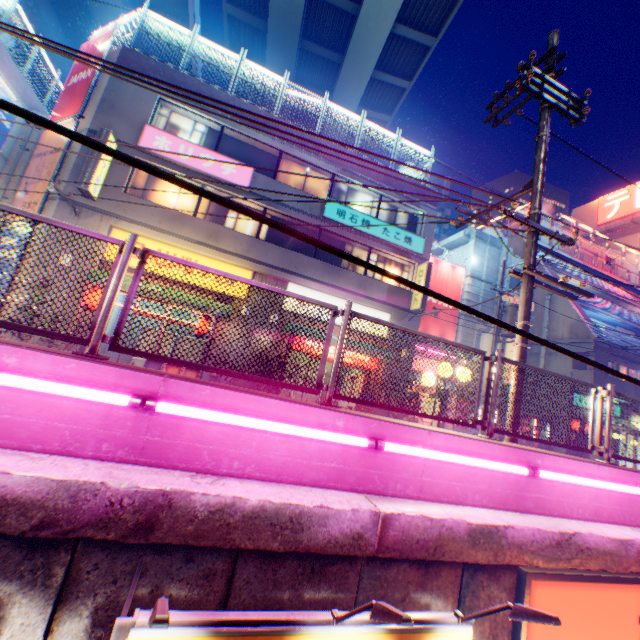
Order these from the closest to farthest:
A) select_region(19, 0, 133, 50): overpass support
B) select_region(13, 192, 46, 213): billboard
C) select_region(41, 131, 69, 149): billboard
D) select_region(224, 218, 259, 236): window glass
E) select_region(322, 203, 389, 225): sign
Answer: select_region(13, 192, 46, 213): billboard
select_region(41, 131, 69, 149): billboard
select_region(224, 218, 259, 236): window glass
select_region(322, 203, 389, 225): sign
select_region(19, 0, 133, 50): overpass support

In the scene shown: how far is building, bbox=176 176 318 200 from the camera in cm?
1384

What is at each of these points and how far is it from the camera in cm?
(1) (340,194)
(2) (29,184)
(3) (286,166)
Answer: (1) window glass, 1655
(2) billboard, 1309
(3) window glass, 1574

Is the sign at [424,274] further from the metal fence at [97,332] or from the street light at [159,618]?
the street light at [159,618]

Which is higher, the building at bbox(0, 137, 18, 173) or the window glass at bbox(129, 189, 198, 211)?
the building at bbox(0, 137, 18, 173)

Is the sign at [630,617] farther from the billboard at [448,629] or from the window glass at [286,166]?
the window glass at [286,166]

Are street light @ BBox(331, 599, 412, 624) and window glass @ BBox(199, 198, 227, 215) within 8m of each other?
no

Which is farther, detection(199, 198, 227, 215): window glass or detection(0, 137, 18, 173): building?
detection(0, 137, 18, 173): building
